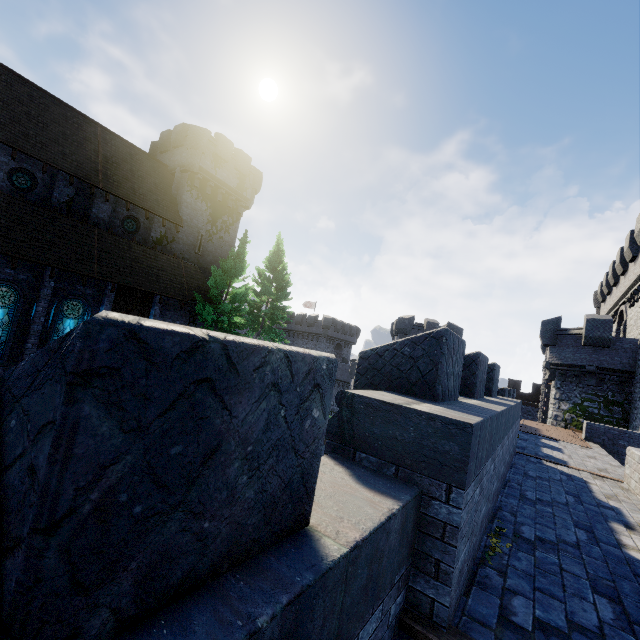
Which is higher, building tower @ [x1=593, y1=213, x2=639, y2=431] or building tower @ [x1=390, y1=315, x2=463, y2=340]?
building tower @ [x1=593, y1=213, x2=639, y2=431]

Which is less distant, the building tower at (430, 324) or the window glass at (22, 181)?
the window glass at (22, 181)

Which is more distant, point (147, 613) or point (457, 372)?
point (457, 372)

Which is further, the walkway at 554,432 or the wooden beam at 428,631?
the walkway at 554,432

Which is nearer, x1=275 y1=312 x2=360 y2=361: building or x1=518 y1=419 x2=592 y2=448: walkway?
x1=518 y1=419 x2=592 y2=448: walkway

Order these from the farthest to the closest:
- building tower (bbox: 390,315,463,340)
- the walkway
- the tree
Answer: building tower (bbox: 390,315,463,340), the tree, the walkway

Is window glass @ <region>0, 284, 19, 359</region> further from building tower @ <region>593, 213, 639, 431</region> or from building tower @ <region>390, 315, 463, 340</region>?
building tower @ <region>593, 213, 639, 431</region>

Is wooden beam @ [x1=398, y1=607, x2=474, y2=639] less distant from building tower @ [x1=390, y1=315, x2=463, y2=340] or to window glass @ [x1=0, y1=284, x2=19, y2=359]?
window glass @ [x1=0, y1=284, x2=19, y2=359]
